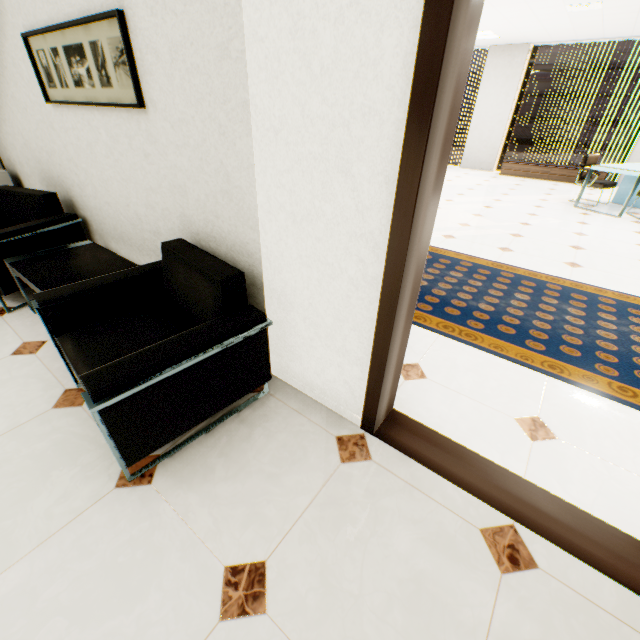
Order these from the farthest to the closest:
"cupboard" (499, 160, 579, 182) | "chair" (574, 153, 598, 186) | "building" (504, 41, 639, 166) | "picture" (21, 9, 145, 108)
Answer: "building" (504, 41, 639, 166), "cupboard" (499, 160, 579, 182), "chair" (574, 153, 598, 186), "picture" (21, 9, 145, 108)

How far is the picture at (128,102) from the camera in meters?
1.6

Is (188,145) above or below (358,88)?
below

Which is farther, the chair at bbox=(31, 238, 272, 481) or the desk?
the desk

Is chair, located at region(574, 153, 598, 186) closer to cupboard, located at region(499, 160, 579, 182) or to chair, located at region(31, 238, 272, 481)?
cupboard, located at region(499, 160, 579, 182)

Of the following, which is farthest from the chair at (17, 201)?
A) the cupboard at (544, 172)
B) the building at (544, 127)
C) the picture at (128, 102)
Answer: the building at (544, 127)

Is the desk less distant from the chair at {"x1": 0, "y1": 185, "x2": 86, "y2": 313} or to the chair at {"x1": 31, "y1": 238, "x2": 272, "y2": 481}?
the chair at {"x1": 31, "y1": 238, "x2": 272, "y2": 481}

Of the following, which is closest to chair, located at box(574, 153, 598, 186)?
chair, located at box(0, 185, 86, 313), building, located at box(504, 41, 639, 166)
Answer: chair, located at box(0, 185, 86, 313)
